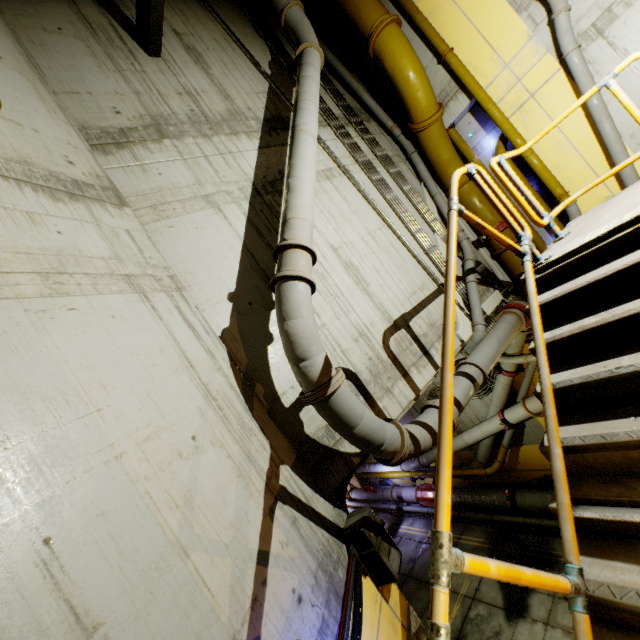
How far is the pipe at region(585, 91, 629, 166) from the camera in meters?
6.4

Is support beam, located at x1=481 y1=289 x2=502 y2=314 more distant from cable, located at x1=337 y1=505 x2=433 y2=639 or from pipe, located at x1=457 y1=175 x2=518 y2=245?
cable, located at x1=337 y1=505 x2=433 y2=639

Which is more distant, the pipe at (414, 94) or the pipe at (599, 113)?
the pipe at (414, 94)

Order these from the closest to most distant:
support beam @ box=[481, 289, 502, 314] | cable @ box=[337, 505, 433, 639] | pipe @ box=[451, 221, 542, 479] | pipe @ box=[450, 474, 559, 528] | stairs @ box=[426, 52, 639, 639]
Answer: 1. stairs @ box=[426, 52, 639, 639]
2. cable @ box=[337, 505, 433, 639]
3. pipe @ box=[451, 221, 542, 479]
4. support beam @ box=[481, 289, 502, 314]
5. pipe @ box=[450, 474, 559, 528]

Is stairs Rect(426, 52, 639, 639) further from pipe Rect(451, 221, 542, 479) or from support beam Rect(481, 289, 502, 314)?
support beam Rect(481, 289, 502, 314)

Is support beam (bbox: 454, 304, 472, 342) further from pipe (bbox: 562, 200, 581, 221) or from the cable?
the cable

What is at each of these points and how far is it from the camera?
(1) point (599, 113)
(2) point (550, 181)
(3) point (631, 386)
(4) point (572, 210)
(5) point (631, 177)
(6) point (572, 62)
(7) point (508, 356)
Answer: (1) pipe, 6.47m
(2) pipe, 7.58m
(3) stairs, 2.22m
(4) pipe, 7.53m
(5) pipe, 6.57m
(6) pipe, 6.41m
(7) pipe, 9.64m

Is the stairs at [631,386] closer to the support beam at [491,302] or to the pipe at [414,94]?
the pipe at [414,94]
